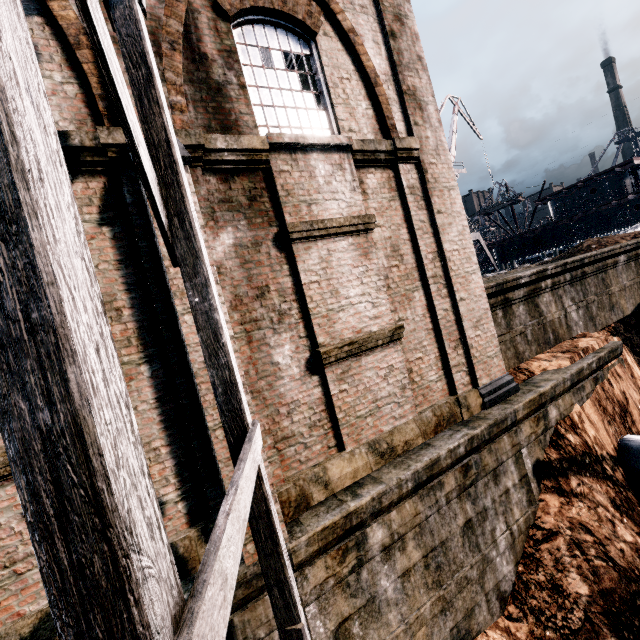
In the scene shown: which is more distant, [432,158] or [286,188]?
[432,158]

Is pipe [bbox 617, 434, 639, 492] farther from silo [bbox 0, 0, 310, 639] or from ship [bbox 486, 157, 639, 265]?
ship [bbox 486, 157, 639, 265]

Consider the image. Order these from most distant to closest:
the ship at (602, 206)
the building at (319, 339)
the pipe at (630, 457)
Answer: the ship at (602, 206)
the pipe at (630, 457)
the building at (319, 339)

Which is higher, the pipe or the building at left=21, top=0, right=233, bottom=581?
the building at left=21, top=0, right=233, bottom=581

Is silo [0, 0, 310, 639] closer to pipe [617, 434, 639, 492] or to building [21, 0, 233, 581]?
building [21, 0, 233, 581]

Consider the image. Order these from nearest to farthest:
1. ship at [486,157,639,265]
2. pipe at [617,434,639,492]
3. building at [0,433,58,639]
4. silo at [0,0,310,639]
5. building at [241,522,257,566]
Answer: silo at [0,0,310,639] < building at [0,433,58,639] < building at [241,522,257,566] < pipe at [617,434,639,492] < ship at [486,157,639,265]

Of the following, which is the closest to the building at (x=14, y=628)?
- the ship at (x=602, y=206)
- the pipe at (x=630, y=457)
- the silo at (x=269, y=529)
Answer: the silo at (x=269, y=529)

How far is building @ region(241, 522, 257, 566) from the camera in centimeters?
475cm
